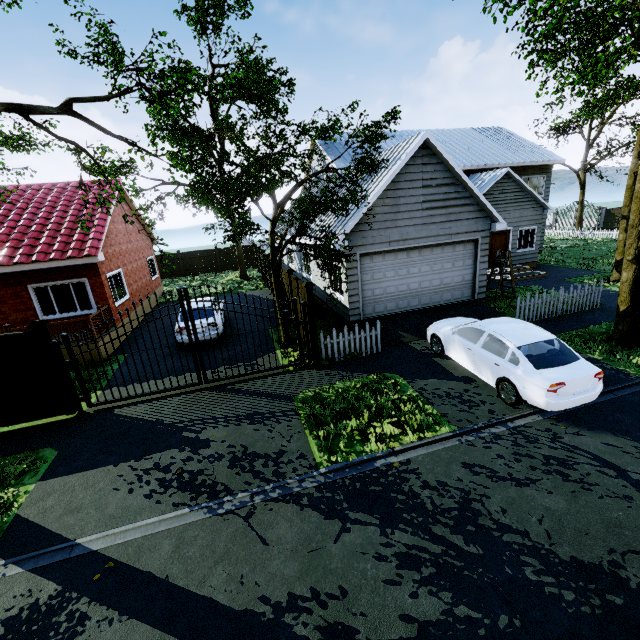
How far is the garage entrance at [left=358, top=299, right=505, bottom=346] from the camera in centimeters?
1124cm

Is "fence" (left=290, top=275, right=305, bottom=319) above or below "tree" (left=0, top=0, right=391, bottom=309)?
below

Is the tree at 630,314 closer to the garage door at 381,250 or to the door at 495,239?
the garage door at 381,250

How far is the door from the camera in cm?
1858

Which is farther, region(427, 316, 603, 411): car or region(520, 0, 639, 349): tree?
region(520, 0, 639, 349): tree

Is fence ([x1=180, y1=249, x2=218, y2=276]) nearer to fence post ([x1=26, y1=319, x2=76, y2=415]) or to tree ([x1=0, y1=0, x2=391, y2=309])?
tree ([x1=0, y1=0, x2=391, y2=309])

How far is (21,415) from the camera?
8.2m

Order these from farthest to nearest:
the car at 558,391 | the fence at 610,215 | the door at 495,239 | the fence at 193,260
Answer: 1. the fence at 193,260
2. the fence at 610,215
3. the door at 495,239
4. the car at 558,391
